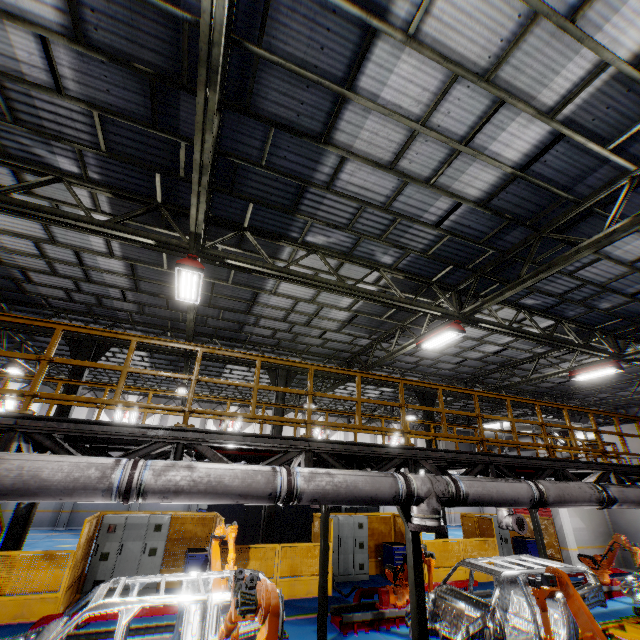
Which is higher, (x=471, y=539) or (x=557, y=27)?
(x=557, y=27)

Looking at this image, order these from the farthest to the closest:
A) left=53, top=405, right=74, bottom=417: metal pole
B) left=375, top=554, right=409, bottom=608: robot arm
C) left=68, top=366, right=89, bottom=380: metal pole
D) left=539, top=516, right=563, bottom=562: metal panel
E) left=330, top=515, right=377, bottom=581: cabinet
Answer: left=539, top=516, right=563, bottom=562: metal panel < left=330, top=515, right=377, bottom=581: cabinet < left=68, top=366, right=89, bottom=380: metal pole < left=53, top=405, right=74, bottom=417: metal pole < left=375, top=554, right=409, bottom=608: robot arm

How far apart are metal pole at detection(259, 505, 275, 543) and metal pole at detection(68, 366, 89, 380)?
6.2 meters

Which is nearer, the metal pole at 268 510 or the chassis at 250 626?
the chassis at 250 626

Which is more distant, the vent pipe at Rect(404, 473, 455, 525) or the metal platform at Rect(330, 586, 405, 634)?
the metal platform at Rect(330, 586, 405, 634)

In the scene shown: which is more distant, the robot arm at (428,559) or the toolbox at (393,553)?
the toolbox at (393,553)

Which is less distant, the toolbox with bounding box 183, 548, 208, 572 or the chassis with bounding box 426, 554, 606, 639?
the chassis with bounding box 426, 554, 606, 639

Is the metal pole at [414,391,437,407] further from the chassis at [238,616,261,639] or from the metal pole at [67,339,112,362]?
the metal pole at [67,339,112,362]
